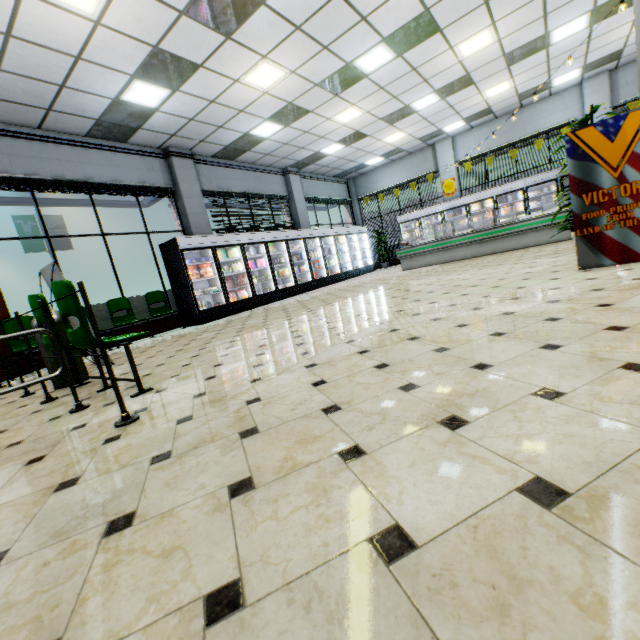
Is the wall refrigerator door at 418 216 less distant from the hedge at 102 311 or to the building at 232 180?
the building at 232 180

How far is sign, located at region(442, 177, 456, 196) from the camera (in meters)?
14.20

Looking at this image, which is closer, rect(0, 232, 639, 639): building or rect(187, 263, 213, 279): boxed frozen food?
rect(0, 232, 639, 639): building

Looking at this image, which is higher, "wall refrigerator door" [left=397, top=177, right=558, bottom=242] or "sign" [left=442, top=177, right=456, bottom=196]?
"sign" [left=442, top=177, right=456, bottom=196]

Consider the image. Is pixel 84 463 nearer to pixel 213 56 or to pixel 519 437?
pixel 519 437

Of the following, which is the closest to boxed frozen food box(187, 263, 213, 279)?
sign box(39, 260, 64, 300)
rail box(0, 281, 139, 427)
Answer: sign box(39, 260, 64, 300)

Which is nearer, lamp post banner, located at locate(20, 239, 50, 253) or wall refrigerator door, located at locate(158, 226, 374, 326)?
wall refrigerator door, located at locate(158, 226, 374, 326)

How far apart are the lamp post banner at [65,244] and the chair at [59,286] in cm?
1913
